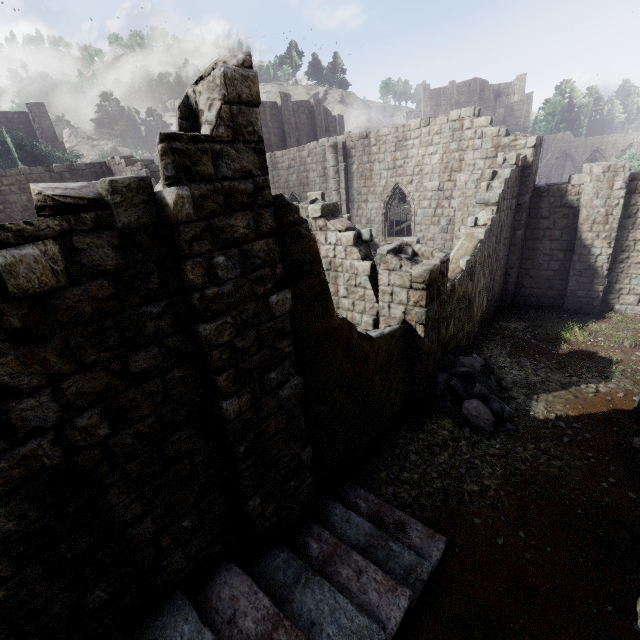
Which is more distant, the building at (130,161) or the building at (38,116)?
the building at (38,116)

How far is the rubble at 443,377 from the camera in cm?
870

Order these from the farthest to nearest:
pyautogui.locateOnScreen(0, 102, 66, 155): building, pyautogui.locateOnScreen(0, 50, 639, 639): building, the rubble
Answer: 1. pyautogui.locateOnScreen(0, 102, 66, 155): building
2. the rubble
3. pyautogui.locateOnScreen(0, 50, 639, 639): building

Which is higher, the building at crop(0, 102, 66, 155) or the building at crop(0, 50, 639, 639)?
the building at crop(0, 102, 66, 155)

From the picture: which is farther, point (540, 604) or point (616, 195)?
point (616, 195)

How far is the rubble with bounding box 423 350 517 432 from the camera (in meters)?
8.70

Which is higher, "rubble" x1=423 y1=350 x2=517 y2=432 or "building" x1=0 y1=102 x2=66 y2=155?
"building" x1=0 y1=102 x2=66 y2=155
